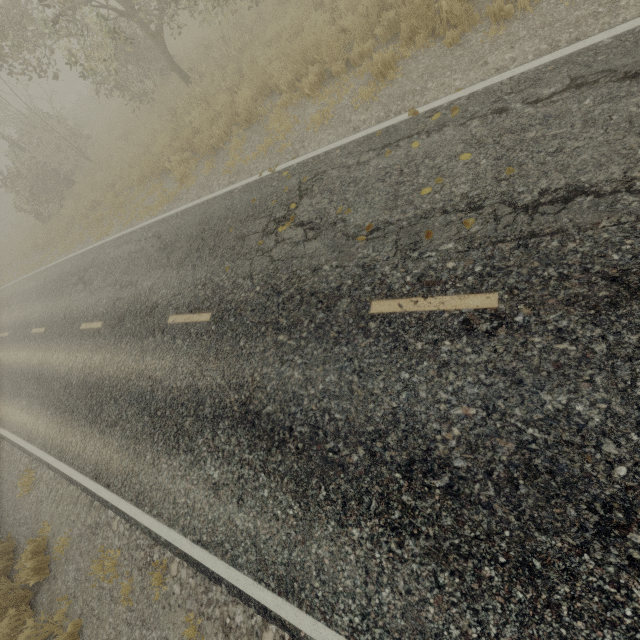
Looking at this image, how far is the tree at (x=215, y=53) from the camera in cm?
1083

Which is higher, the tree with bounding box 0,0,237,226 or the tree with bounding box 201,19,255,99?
the tree with bounding box 0,0,237,226

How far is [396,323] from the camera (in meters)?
4.01

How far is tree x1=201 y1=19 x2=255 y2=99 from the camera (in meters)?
10.83

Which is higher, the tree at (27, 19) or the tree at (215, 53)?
the tree at (27, 19)

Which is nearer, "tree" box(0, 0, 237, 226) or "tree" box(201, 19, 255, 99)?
"tree" box(0, 0, 237, 226)
